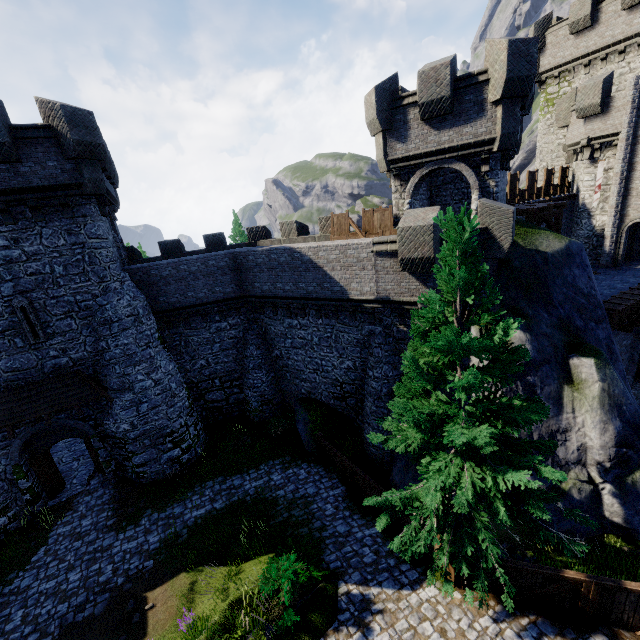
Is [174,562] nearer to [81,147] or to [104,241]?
[104,241]

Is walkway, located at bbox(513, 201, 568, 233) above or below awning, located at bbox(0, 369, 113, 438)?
above

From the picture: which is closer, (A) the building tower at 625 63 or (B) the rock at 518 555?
(B) the rock at 518 555

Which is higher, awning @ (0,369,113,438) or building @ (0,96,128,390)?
building @ (0,96,128,390)

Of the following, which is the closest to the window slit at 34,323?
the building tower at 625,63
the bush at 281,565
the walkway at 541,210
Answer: the bush at 281,565

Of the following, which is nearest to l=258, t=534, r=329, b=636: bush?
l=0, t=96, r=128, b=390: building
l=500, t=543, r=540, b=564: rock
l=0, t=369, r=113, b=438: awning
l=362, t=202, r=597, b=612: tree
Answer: l=362, t=202, r=597, b=612: tree

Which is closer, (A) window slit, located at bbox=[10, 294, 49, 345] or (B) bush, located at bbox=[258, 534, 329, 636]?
(B) bush, located at bbox=[258, 534, 329, 636]

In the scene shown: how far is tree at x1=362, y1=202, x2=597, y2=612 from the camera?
7.53m
